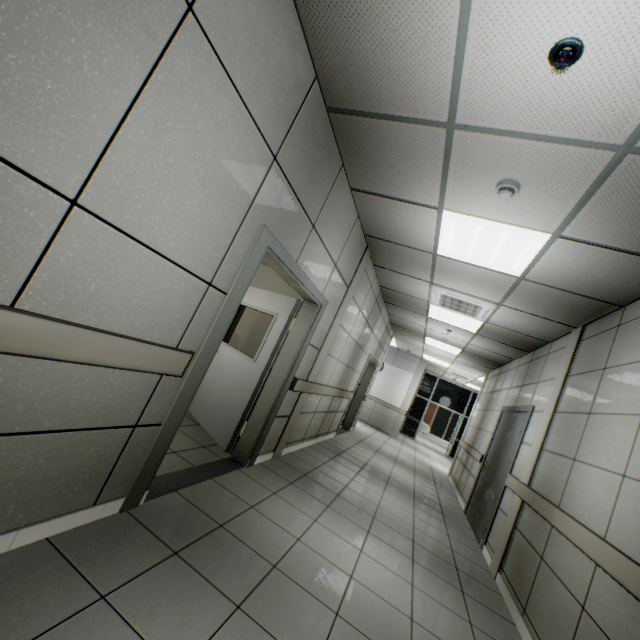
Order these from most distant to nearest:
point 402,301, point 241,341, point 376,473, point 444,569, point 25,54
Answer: point 402,301 → point 376,473 → point 241,341 → point 444,569 → point 25,54

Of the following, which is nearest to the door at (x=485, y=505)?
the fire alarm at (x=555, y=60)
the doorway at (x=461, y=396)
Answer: the fire alarm at (x=555, y=60)

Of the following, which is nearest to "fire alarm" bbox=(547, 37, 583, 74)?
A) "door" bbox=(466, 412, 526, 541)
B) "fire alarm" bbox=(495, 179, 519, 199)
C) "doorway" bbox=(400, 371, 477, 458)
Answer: "fire alarm" bbox=(495, 179, 519, 199)

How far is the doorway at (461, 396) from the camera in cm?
1488

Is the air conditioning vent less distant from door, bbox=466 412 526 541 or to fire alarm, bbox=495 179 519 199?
door, bbox=466 412 526 541

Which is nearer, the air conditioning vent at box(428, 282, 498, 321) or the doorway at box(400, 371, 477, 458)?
the air conditioning vent at box(428, 282, 498, 321)

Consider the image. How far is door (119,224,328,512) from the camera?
2.26m

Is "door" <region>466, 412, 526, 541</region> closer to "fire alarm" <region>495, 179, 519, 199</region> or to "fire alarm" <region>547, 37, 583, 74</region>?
"fire alarm" <region>495, 179, 519, 199</region>
